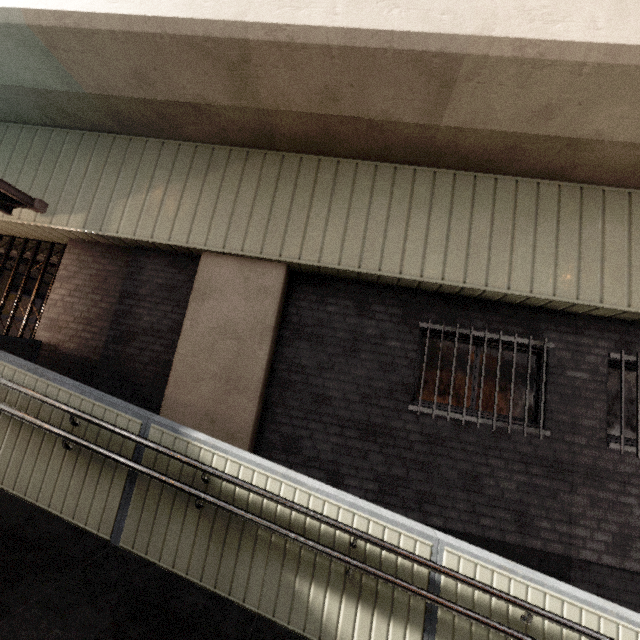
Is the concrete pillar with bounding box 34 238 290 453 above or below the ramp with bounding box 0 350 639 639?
above

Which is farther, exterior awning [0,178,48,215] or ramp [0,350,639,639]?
exterior awning [0,178,48,215]

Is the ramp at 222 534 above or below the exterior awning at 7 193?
below

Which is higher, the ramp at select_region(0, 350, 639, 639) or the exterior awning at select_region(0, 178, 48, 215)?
the exterior awning at select_region(0, 178, 48, 215)

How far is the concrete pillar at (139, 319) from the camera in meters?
4.5 m

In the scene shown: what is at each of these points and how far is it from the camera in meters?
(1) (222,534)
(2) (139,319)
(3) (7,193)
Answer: (1) ramp, 3.0
(2) concrete pillar, 5.0
(3) exterior awning, 4.5

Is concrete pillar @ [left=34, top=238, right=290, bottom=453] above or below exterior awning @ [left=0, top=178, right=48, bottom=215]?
below

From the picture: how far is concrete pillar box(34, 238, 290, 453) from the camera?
4.5m
